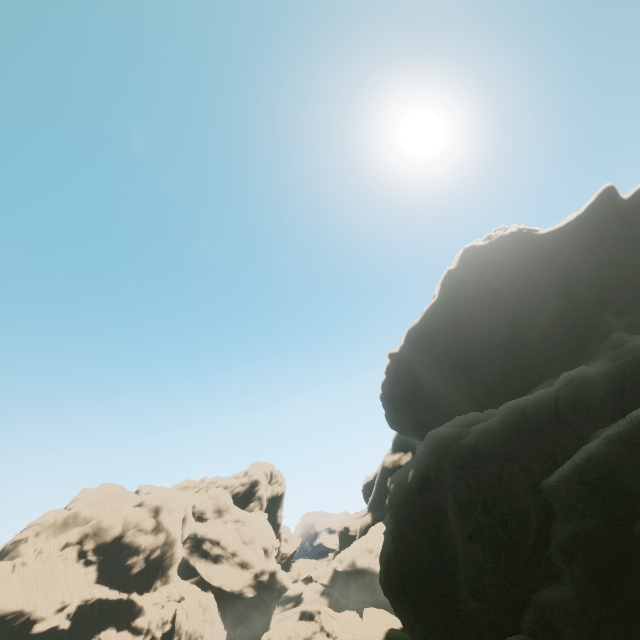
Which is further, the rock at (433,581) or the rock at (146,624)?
the rock at (146,624)

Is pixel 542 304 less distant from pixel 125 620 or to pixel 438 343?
pixel 438 343

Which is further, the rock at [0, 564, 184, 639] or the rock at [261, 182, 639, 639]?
the rock at [0, 564, 184, 639]
